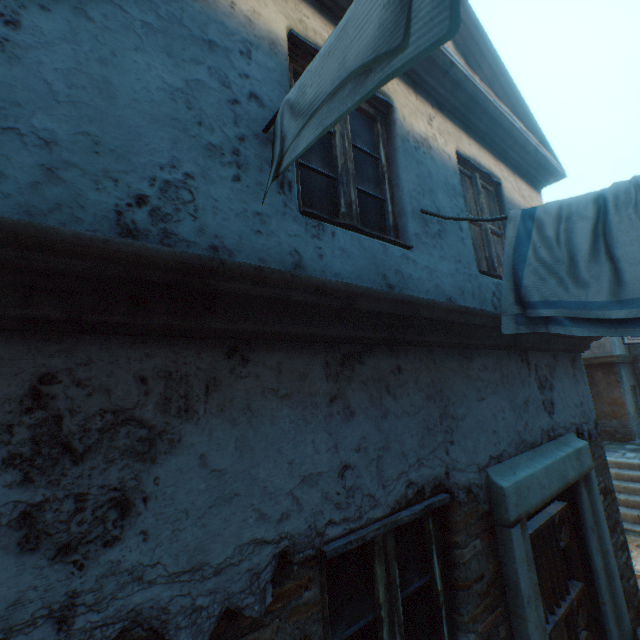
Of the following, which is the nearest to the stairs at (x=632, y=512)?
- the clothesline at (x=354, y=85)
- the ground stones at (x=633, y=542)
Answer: the ground stones at (x=633, y=542)

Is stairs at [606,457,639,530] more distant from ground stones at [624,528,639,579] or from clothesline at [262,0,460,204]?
clothesline at [262,0,460,204]

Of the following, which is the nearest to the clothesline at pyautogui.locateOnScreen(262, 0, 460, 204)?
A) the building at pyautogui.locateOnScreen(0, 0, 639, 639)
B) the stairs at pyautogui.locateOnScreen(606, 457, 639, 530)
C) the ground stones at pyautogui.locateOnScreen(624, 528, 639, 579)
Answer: the building at pyautogui.locateOnScreen(0, 0, 639, 639)

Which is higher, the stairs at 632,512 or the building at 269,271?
the building at 269,271

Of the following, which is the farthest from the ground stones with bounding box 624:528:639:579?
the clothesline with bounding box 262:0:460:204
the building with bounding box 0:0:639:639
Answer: the clothesline with bounding box 262:0:460:204

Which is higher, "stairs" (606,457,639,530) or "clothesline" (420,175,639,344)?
"clothesline" (420,175,639,344)

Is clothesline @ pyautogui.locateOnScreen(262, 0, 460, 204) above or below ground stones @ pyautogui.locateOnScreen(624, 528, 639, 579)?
above

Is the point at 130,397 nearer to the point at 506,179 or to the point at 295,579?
the point at 295,579
